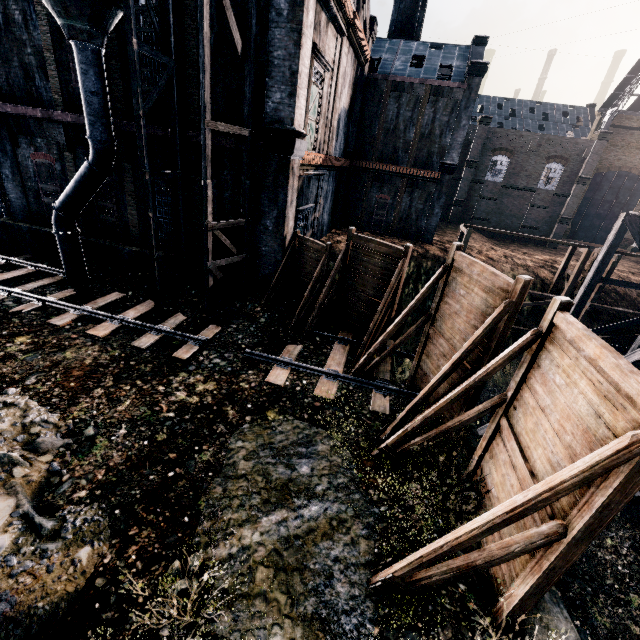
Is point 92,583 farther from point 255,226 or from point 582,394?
point 255,226

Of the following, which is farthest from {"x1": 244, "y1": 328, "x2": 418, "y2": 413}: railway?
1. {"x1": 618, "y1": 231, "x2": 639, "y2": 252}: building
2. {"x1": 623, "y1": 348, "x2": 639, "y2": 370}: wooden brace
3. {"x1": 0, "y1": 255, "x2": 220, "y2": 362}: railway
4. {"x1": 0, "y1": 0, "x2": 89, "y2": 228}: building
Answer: {"x1": 618, "y1": 231, "x2": 639, "y2": 252}: building

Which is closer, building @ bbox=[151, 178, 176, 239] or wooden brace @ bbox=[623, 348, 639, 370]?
wooden brace @ bbox=[623, 348, 639, 370]

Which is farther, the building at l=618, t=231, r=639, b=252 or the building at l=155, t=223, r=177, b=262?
the building at l=618, t=231, r=639, b=252

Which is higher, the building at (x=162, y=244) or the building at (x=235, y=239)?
the building at (x=235, y=239)

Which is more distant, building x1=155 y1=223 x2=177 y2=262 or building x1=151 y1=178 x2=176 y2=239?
building x1=155 y1=223 x2=177 y2=262

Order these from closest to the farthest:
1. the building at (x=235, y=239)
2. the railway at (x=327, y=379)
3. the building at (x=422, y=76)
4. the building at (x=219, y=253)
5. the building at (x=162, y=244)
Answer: the railway at (x=327, y=379), the building at (x=422, y=76), the building at (x=235, y=239), the building at (x=219, y=253), the building at (x=162, y=244)
